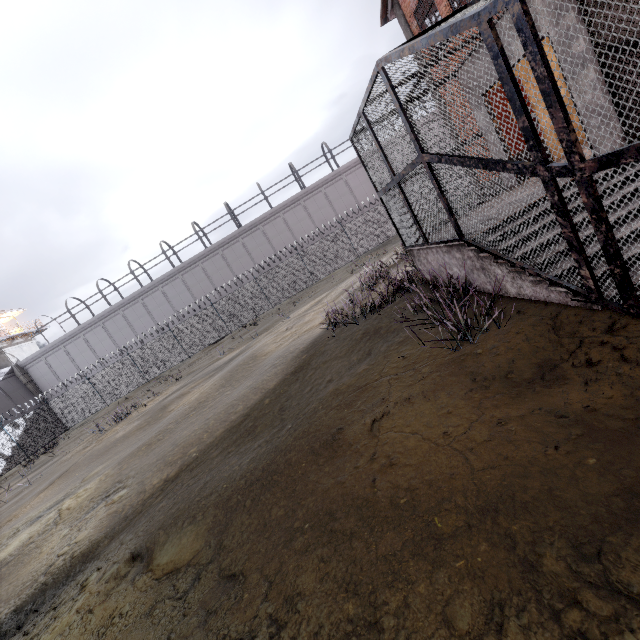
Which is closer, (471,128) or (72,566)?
(471,128)

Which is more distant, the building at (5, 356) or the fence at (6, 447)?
the building at (5, 356)

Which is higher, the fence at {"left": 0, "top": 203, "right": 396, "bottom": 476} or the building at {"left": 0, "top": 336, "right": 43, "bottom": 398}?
the building at {"left": 0, "top": 336, "right": 43, "bottom": 398}

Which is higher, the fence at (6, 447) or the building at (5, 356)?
the building at (5, 356)

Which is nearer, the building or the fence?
the fence
